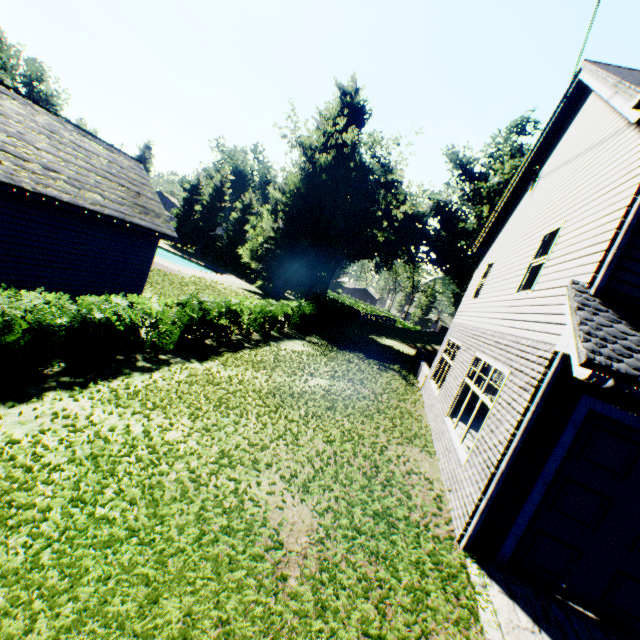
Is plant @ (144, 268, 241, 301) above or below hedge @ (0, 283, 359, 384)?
below

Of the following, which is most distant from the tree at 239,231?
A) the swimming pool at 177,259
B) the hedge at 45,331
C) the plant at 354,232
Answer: the hedge at 45,331

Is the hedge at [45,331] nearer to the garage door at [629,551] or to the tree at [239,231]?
the garage door at [629,551]

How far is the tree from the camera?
48.34m

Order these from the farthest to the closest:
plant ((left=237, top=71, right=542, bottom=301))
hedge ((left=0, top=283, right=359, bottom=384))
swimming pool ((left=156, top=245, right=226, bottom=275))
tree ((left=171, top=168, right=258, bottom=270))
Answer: tree ((left=171, top=168, right=258, bottom=270)), swimming pool ((left=156, top=245, right=226, bottom=275)), plant ((left=237, top=71, right=542, bottom=301)), hedge ((left=0, top=283, right=359, bottom=384))

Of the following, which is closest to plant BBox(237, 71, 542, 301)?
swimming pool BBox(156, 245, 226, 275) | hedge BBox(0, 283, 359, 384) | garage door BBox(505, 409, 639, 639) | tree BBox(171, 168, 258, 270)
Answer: tree BBox(171, 168, 258, 270)

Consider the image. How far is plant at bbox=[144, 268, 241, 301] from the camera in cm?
1813

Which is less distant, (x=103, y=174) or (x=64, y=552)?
(x=64, y=552)
